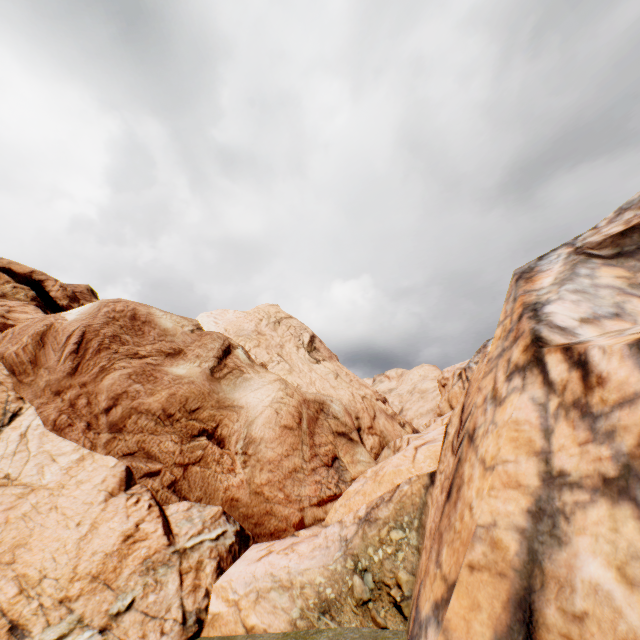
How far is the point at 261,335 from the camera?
25.92m
